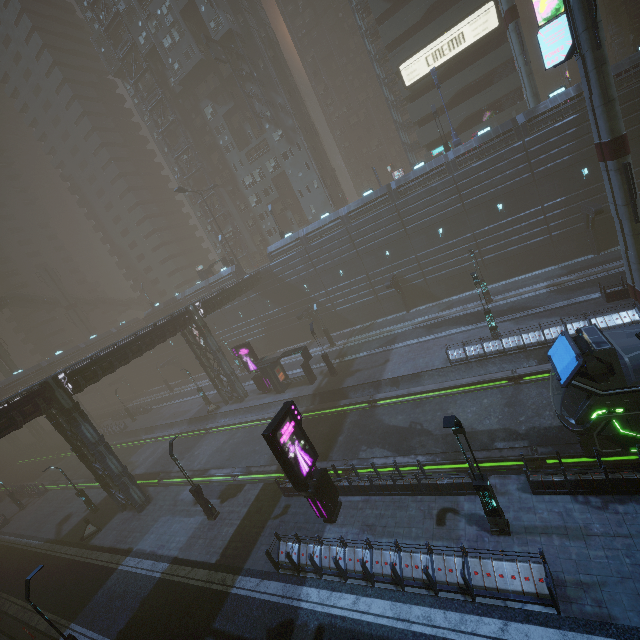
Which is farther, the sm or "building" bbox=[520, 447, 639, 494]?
the sm

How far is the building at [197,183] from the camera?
55.6 meters

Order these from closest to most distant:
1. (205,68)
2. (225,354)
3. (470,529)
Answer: (470,529)
(205,68)
(225,354)

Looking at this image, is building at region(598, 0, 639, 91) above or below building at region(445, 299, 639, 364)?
above

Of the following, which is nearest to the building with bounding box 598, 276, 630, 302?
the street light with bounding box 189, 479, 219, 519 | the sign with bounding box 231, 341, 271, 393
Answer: the sign with bounding box 231, 341, 271, 393

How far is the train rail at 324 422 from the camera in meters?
16.1

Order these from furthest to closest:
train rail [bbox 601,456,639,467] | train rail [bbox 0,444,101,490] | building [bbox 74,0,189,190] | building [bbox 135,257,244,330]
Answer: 1. building [bbox 74,0,189,190]
2. building [bbox 135,257,244,330]
3. train rail [bbox 0,444,101,490]
4. train rail [bbox 601,456,639,467]

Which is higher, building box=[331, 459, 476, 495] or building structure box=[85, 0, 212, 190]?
building structure box=[85, 0, 212, 190]
